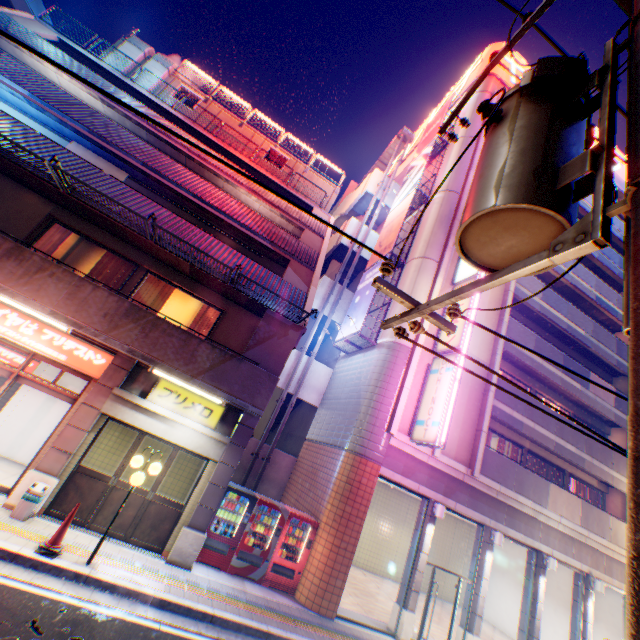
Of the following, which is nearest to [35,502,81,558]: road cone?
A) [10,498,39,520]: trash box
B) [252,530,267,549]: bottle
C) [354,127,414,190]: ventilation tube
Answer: [10,498,39,520]: trash box

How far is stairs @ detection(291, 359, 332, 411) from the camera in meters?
16.0

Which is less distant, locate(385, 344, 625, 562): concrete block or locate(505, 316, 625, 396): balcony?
locate(385, 344, 625, 562): concrete block

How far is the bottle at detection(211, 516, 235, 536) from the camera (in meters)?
9.58

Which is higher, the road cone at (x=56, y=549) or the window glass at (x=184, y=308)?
the window glass at (x=184, y=308)

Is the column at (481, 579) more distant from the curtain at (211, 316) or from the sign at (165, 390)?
the curtain at (211, 316)

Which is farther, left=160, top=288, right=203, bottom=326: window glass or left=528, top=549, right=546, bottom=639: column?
left=528, top=549, right=546, bottom=639: column

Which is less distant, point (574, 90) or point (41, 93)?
point (574, 90)
